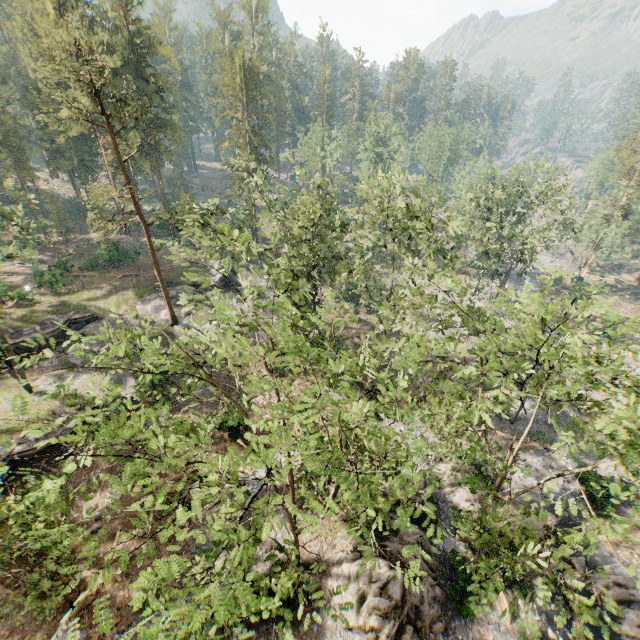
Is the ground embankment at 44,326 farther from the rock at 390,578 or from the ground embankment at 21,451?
the rock at 390,578

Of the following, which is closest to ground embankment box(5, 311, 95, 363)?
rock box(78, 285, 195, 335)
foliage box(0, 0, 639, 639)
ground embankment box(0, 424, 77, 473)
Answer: rock box(78, 285, 195, 335)

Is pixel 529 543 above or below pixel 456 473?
above

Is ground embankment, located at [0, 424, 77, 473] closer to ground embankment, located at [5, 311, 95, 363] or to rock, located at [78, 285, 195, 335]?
rock, located at [78, 285, 195, 335]

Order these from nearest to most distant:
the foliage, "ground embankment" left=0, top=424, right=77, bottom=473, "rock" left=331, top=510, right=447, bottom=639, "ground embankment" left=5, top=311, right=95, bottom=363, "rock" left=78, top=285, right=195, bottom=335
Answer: the foliage → "rock" left=331, top=510, right=447, bottom=639 → "ground embankment" left=0, top=424, right=77, bottom=473 → "ground embankment" left=5, top=311, right=95, bottom=363 → "rock" left=78, top=285, right=195, bottom=335

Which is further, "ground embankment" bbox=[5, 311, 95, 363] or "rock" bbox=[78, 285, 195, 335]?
"rock" bbox=[78, 285, 195, 335]

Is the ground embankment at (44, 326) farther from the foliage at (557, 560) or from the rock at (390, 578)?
the rock at (390, 578)

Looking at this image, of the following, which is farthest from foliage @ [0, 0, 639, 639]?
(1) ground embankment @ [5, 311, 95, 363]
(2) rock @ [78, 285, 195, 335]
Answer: (1) ground embankment @ [5, 311, 95, 363]
